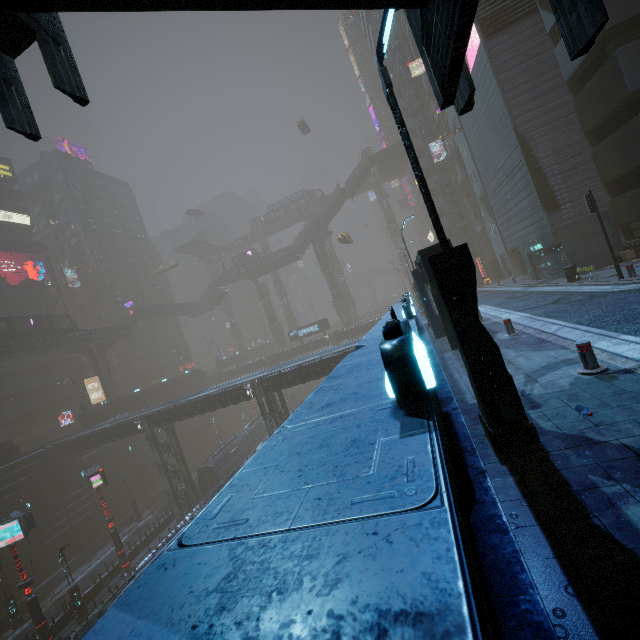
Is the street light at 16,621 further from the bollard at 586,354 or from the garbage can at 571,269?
the garbage can at 571,269

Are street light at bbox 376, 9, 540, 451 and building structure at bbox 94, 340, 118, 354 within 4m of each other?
no

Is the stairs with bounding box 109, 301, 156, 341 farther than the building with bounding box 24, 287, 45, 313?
Yes

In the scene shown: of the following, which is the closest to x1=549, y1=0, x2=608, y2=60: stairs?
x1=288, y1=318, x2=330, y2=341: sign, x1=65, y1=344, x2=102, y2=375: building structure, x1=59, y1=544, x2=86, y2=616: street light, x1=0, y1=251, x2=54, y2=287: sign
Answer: x1=59, y1=544, x2=86, y2=616: street light

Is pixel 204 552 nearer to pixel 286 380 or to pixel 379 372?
pixel 379 372

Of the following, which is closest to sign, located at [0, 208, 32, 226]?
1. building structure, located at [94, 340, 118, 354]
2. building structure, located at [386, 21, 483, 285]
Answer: building structure, located at [94, 340, 118, 354]

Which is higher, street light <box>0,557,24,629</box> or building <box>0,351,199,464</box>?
building <box>0,351,199,464</box>

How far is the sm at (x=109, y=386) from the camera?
47.6m
